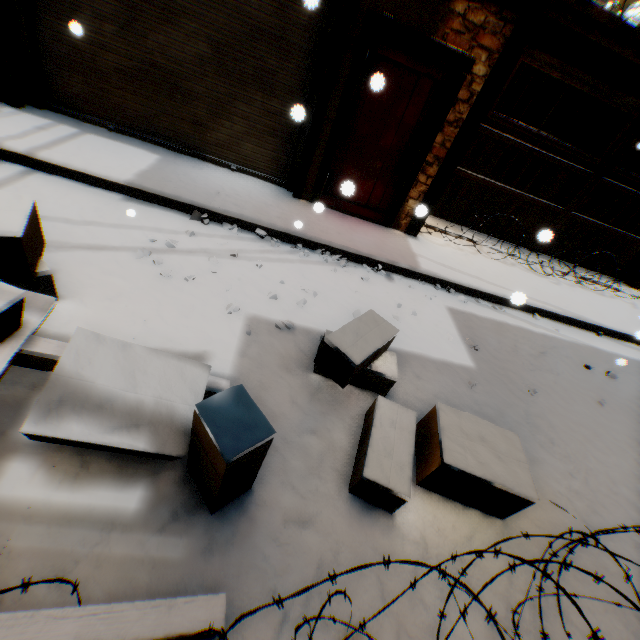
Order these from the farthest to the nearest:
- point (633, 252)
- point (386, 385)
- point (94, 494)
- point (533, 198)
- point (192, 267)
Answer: point (633, 252)
point (533, 198)
point (192, 267)
point (386, 385)
point (94, 494)

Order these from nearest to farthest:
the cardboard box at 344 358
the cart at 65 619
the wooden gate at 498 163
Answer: the cart at 65 619 < the cardboard box at 344 358 < the wooden gate at 498 163

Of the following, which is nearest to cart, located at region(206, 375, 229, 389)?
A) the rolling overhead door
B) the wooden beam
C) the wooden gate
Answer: the rolling overhead door

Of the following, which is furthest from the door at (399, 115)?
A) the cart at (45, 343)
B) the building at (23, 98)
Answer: the cart at (45, 343)

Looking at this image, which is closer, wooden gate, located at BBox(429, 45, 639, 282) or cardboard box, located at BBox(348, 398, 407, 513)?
cardboard box, located at BBox(348, 398, 407, 513)

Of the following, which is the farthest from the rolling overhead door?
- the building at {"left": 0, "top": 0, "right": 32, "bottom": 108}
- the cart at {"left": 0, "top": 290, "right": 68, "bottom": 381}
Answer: the cart at {"left": 0, "top": 290, "right": 68, "bottom": 381}

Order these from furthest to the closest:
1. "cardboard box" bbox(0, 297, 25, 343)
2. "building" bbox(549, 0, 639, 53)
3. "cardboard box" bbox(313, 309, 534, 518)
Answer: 1. "building" bbox(549, 0, 639, 53)
2. "cardboard box" bbox(313, 309, 534, 518)
3. "cardboard box" bbox(0, 297, 25, 343)

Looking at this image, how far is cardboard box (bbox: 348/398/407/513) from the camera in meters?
2.1
